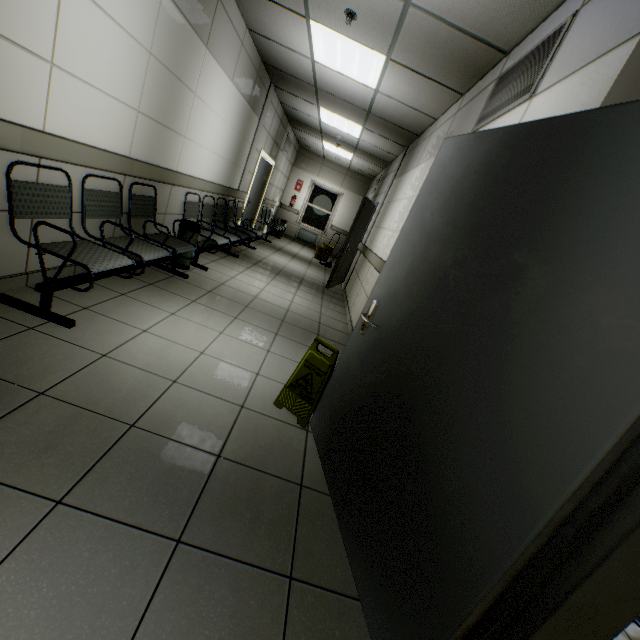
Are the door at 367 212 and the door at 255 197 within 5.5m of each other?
yes

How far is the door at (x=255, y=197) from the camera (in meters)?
7.89

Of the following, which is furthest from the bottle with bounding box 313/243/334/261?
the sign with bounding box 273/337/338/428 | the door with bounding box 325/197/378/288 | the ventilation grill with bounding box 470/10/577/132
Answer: the sign with bounding box 273/337/338/428

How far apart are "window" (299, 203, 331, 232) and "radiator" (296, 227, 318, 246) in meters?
0.1 m

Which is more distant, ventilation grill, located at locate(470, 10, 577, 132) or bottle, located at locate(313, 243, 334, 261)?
bottle, located at locate(313, 243, 334, 261)

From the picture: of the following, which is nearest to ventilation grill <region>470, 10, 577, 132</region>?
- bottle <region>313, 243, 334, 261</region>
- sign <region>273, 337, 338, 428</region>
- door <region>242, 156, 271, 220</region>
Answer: sign <region>273, 337, 338, 428</region>

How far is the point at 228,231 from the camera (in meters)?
5.98

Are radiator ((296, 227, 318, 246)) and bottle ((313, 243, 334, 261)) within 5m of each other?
Answer: yes
